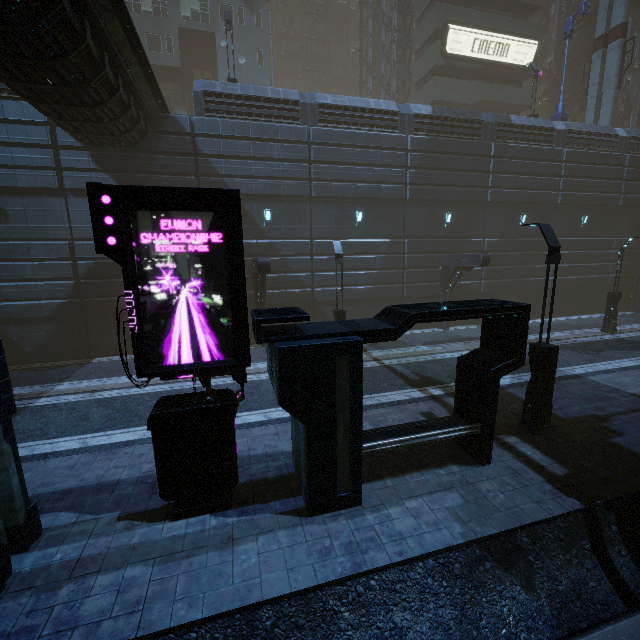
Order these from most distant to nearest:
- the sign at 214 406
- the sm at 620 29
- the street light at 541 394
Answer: the sm at 620 29 < the street light at 541 394 < the sign at 214 406

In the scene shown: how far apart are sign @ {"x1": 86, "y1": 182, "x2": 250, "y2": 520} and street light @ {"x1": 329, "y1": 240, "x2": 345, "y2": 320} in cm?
839

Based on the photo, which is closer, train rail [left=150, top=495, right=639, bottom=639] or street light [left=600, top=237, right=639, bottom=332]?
train rail [left=150, top=495, right=639, bottom=639]

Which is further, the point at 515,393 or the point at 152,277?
the point at 515,393

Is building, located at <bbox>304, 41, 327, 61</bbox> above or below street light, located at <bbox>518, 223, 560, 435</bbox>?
above

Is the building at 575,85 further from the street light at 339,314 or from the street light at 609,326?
the street light at 609,326

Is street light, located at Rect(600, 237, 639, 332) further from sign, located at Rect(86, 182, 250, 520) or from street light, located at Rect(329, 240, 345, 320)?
sign, located at Rect(86, 182, 250, 520)

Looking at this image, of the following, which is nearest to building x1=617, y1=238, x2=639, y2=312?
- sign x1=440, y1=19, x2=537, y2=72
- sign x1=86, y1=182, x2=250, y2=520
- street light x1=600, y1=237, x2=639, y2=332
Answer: sign x1=440, y1=19, x2=537, y2=72
